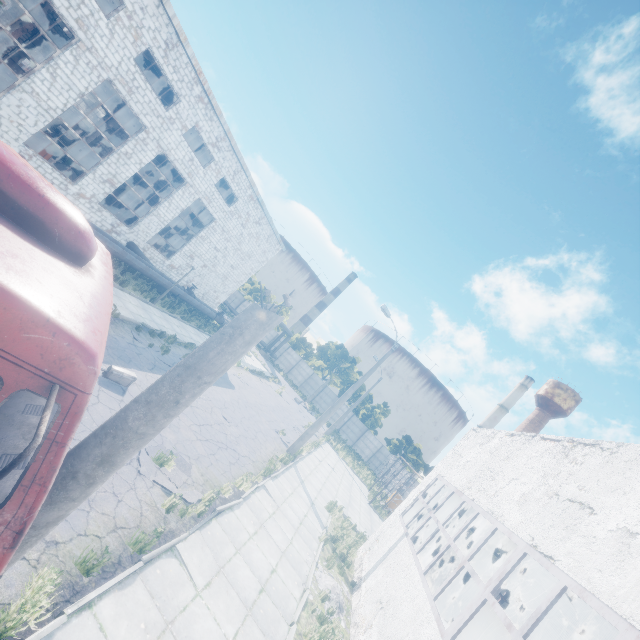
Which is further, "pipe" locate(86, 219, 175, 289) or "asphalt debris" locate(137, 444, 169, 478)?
"pipe" locate(86, 219, 175, 289)

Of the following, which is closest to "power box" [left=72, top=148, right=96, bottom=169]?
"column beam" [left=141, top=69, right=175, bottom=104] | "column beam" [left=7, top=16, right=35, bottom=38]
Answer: "column beam" [left=141, top=69, right=175, bottom=104]

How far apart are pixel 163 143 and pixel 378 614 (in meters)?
24.45

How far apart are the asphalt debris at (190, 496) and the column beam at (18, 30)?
34.0m

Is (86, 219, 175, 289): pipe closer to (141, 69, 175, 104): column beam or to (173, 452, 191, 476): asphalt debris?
(141, 69, 175, 104): column beam

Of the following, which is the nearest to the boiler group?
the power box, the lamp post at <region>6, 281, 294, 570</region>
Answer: the lamp post at <region>6, 281, 294, 570</region>

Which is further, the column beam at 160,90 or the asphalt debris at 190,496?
the column beam at 160,90

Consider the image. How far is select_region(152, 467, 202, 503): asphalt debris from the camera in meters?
7.6 m
